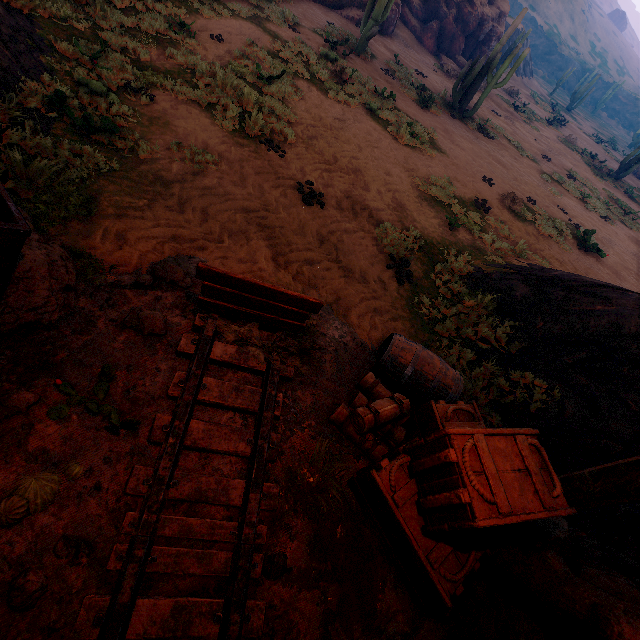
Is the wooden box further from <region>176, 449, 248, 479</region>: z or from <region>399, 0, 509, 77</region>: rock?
<region>399, 0, 509, 77</region>: rock

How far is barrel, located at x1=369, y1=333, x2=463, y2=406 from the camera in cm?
383

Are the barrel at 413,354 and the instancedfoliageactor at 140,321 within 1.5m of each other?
no

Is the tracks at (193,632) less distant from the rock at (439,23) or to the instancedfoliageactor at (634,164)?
the rock at (439,23)

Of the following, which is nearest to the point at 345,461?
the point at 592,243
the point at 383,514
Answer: the point at 383,514

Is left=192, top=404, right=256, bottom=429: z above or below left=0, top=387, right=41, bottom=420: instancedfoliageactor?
below

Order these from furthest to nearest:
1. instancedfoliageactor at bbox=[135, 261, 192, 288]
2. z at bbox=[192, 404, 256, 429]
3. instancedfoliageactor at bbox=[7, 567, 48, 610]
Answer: instancedfoliageactor at bbox=[135, 261, 192, 288]
z at bbox=[192, 404, 256, 429]
instancedfoliageactor at bbox=[7, 567, 48, 610]

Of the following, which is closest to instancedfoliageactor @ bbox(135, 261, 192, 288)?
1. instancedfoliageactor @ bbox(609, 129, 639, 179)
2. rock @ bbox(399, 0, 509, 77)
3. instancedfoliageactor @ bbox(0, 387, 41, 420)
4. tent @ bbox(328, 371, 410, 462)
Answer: instancedfoliageactor @ bbox(0, 387, 41, 420)
